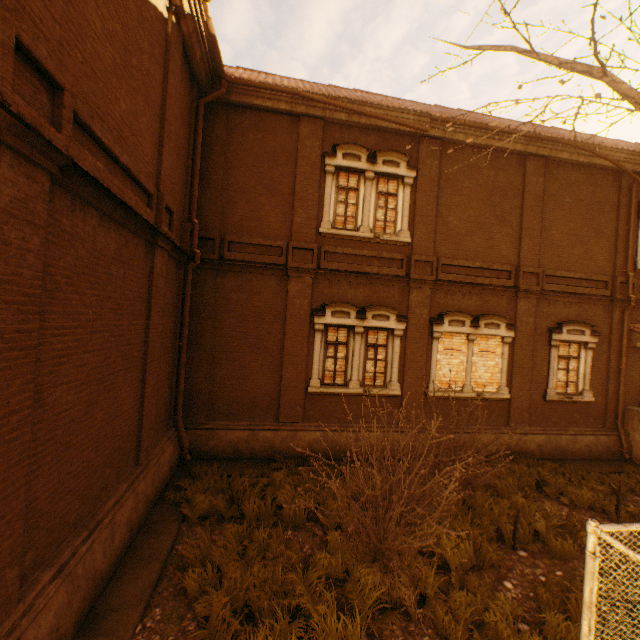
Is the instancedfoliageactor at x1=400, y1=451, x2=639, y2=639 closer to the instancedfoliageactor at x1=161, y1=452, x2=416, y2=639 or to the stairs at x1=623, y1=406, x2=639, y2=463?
the instancedfoliageactor at x1=161, y1=452, x2=416, y2=639

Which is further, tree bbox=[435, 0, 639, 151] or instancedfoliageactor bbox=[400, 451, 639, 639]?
instancedfoliageactor bbox=[400, 451, 639, 639]

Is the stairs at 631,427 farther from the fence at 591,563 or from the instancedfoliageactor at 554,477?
the instancedfoliageactor at 554,477

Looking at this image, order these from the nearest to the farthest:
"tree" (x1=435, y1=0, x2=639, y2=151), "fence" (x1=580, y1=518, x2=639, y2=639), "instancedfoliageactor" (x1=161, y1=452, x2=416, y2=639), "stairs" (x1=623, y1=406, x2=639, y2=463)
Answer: "fence" (x1=580, y1=518, x2=639, y2=639)
"tree" (x1=435, y1=0, x2=639, y2=151)
"instancedfoliageactor" (x1=161, y1=452, x2=416, y2=639)
"stairs" (x1=623, y1=406, x2=639, y2=463)

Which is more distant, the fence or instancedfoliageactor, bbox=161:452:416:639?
instancedfoliageactor, bbox=161:452:416:639

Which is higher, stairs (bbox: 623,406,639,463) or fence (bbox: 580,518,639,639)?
fence (bbox: 580,518,639,639)

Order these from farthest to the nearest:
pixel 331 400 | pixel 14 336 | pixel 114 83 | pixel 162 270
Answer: pixel 331 400 < pixel 162 270 < pixel 114 83 < pixel 14 336

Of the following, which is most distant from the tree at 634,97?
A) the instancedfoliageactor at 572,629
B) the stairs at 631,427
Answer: the stairs at 631,427
